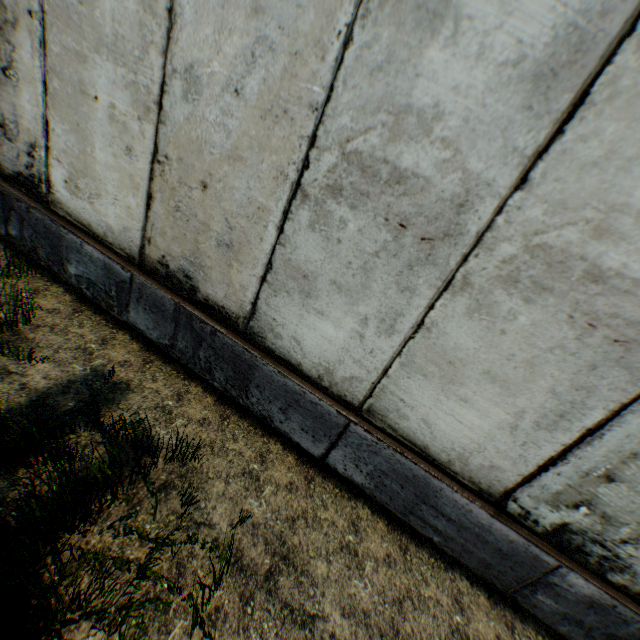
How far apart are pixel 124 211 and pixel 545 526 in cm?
424
